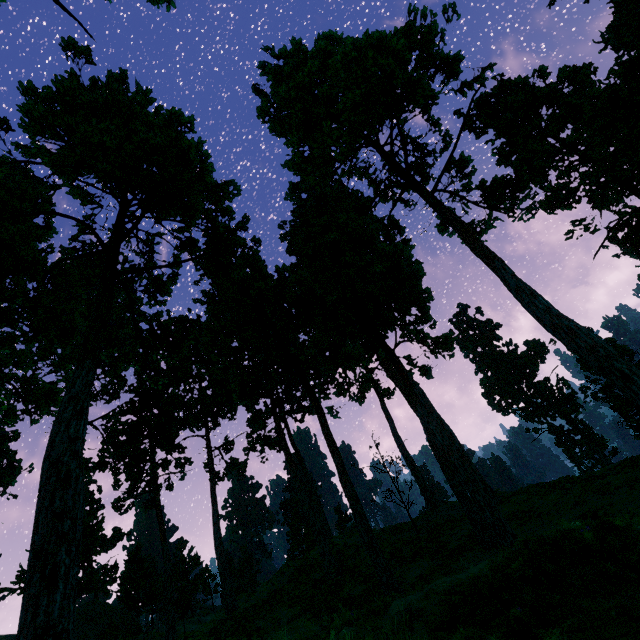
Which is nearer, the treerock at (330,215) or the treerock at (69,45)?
the treerock at (330,215)

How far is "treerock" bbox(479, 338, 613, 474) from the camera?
50.9m

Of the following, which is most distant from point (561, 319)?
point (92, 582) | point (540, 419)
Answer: point (540, 419)

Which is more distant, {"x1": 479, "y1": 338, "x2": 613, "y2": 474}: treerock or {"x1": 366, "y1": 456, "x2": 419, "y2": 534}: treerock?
{"x1": 479, "y1": 338, "x2": 613, "y2": 474}: treerock
